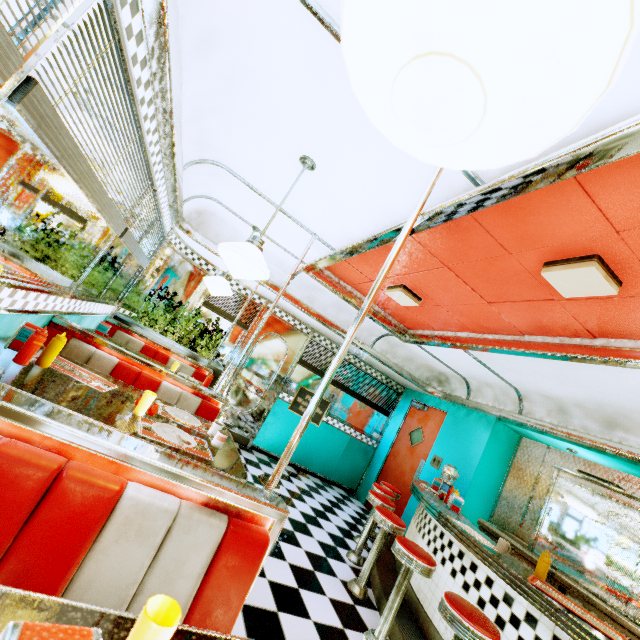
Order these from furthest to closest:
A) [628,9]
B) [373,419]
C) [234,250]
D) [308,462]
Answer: [373,419]
[308,462]
[234,250]
[628,9]

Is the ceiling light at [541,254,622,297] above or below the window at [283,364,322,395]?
above

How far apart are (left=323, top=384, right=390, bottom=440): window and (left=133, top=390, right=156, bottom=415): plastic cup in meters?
4.6

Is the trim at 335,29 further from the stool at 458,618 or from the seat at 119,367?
the stool at 458,618

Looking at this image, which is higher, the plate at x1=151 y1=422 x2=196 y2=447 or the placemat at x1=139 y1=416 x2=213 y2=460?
the plate at x1=151 y1=422 x2=196 y2=447

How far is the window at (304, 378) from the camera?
6.7m

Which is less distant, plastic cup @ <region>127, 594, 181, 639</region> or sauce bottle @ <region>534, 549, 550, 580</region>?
plastic cup @ <region>127, 594, 181, 639</region>

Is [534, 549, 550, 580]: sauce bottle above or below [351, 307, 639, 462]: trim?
below
